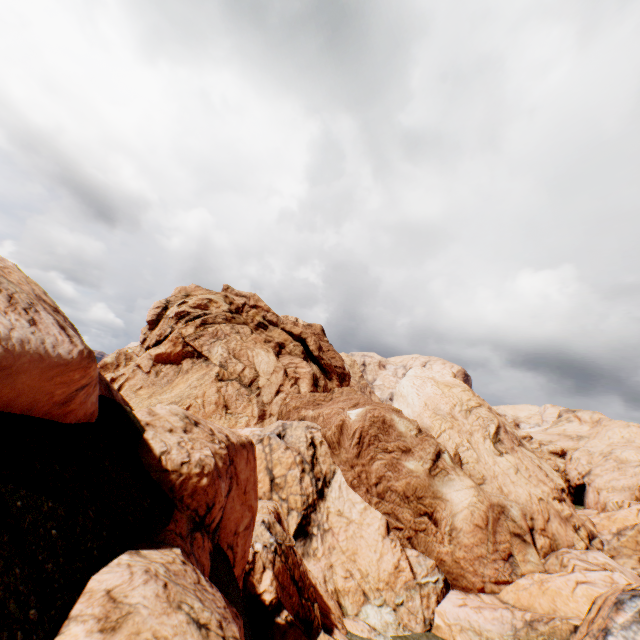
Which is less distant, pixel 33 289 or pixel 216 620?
pixel 216 620
